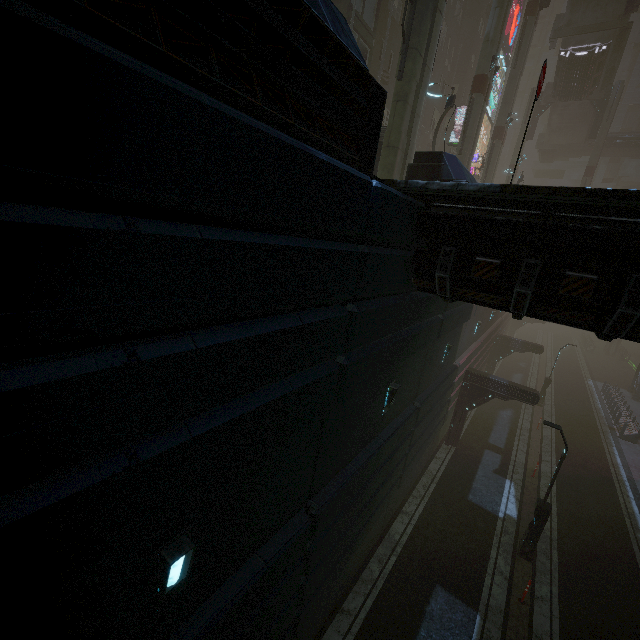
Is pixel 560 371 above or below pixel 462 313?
below

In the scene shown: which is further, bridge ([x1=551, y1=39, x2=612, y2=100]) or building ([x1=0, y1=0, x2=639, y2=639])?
bridge ([x1=551, y1=39, x2=612, y2=100])

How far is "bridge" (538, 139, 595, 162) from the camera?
40.9 meters

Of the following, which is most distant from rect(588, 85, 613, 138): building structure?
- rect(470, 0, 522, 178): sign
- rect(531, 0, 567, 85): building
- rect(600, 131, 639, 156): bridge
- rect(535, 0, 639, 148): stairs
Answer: rect(531, 0, 567, 85): building

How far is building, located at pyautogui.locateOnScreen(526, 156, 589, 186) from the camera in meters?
51.8

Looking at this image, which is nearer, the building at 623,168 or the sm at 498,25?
the sm at 498,25

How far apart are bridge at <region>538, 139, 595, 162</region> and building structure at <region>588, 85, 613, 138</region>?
5.90m

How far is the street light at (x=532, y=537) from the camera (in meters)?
11.62
